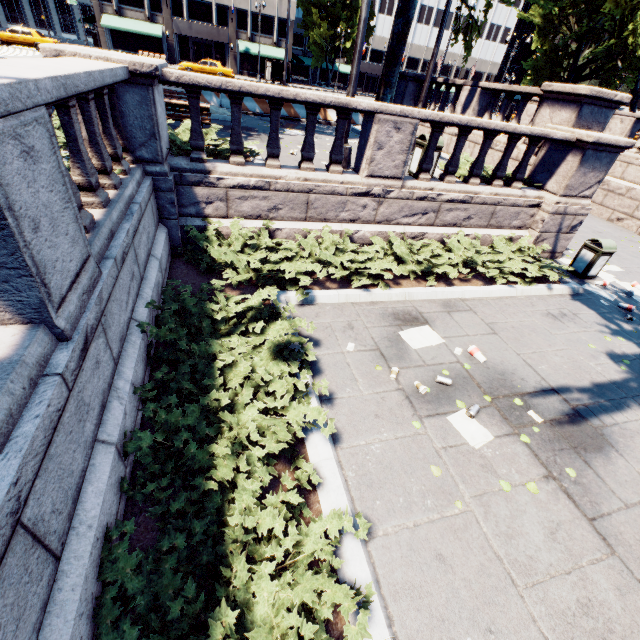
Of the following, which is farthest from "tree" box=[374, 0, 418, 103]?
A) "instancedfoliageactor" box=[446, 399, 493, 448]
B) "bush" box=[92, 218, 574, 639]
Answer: "bush" box=[92, 218, 574, 639]

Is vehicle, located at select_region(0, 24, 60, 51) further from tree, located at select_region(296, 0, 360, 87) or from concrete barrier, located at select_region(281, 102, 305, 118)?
concrete barrier, located at select_region(281, 102, 305, 118)

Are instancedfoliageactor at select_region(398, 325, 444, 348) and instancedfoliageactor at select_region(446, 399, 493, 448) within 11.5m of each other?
yes

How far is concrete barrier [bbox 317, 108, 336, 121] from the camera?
15.4 meters

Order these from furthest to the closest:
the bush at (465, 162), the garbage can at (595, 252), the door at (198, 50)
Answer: the door at (198, 50) < the bush at (465, 162) < the garbage can at (595, 252)

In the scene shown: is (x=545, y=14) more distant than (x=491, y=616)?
Yes

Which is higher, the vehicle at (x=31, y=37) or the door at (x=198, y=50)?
→ the door at (x=198, y=50)

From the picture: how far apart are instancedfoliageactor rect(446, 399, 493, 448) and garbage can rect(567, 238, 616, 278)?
6.7m
